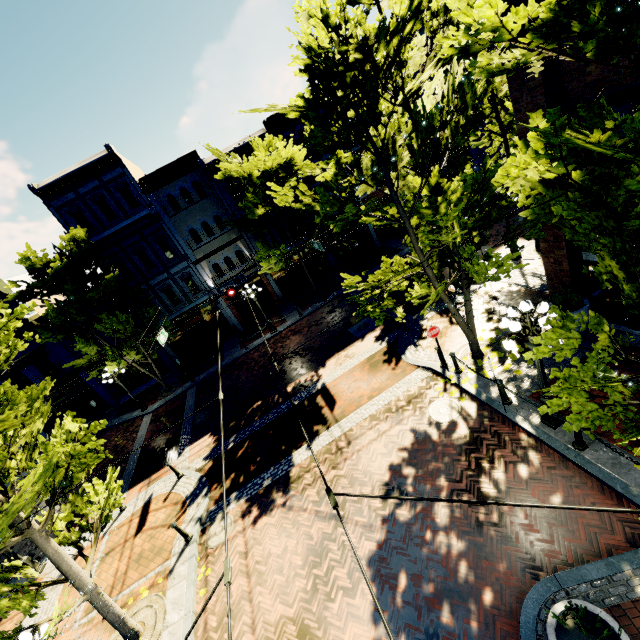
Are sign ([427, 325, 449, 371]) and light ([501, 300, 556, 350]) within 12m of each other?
yes

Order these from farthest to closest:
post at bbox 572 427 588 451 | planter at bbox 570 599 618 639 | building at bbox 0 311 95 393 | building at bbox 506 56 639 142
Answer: building at bbox 0 311 95 393, post at bbox 572 427 588 451, building at bbox 506 56 639 142, planter at bbox 570 599 618 639

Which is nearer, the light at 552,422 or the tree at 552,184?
the tree at 552,184

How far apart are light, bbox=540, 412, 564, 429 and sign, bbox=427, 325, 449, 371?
2.8 meters

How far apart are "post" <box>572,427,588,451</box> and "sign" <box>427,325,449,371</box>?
4.1 meters

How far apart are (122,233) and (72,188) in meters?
3.5

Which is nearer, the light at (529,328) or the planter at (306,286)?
the light at (529,328)

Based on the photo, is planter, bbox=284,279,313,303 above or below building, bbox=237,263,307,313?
below
